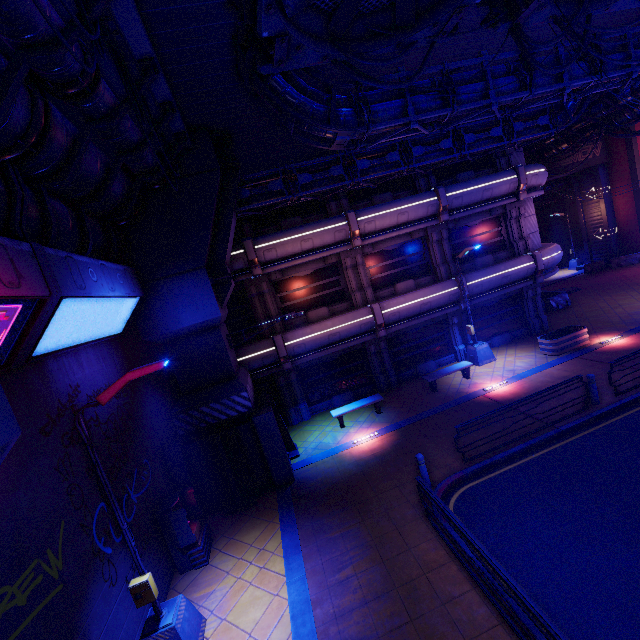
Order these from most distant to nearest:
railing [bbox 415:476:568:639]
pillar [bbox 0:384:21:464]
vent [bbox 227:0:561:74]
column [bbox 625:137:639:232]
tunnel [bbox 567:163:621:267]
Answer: tunnel [bbox 567:163:621:267]
column [bbox 625:137:639:232]
vent [bbox 227:0:561:74]
railing [bbox 415:476:568:639]
pillar [bbox 0:384:21:464]

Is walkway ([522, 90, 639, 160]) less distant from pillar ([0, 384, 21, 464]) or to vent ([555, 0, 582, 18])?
pillar ([0, 384, 21, 464])

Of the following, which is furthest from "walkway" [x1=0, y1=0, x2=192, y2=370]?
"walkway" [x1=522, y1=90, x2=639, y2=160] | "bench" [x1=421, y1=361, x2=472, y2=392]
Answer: "bench" [x1=421, y1=361, x2=472, y2=392]

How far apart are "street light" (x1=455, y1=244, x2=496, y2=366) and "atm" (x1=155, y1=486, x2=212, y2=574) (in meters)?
14.03

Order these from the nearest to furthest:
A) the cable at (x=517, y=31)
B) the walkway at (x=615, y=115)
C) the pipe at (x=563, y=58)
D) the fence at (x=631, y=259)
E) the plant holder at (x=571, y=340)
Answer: the cable at (x=517, y=31) → the pipe at (x=563, y=58) → the plant holder at (x=571, y=340) → the walkway at (x=615, y=115) → the fence at (x=631, y=259)

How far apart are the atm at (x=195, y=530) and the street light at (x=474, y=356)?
14.0m

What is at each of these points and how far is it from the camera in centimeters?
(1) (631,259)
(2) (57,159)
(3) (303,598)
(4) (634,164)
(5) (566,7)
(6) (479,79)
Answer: (1) fence, 2812cm
(2) walkway, 635cm
(3) beam, 723cm
(4) column, 2688cm
(5) vent, 841cm
(6) pipe, 929cm

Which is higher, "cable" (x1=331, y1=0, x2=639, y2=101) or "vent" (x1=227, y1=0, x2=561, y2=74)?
"vent" (x1=227, y1=0, x2=561, y2=74)
